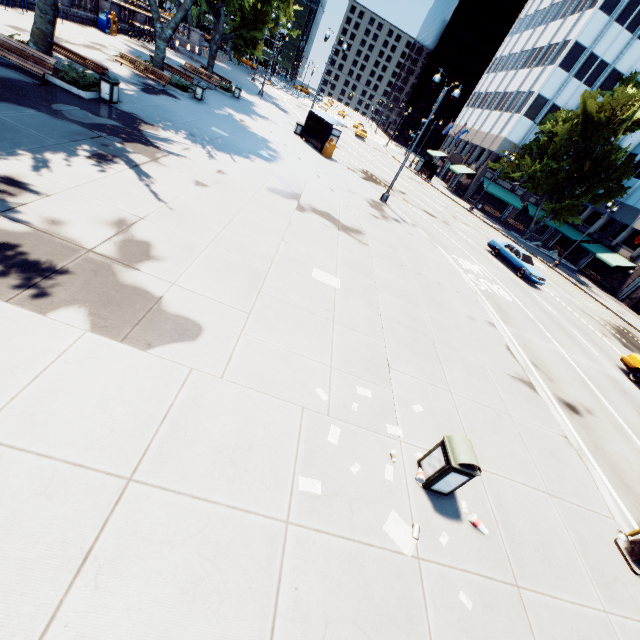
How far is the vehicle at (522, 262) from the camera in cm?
2278

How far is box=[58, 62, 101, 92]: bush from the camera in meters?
12.6 m

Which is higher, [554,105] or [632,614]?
[554,105]

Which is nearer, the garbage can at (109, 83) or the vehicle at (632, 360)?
the garbage can at (109, 83)

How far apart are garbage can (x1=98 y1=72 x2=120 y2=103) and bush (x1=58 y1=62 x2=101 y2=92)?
0.0m

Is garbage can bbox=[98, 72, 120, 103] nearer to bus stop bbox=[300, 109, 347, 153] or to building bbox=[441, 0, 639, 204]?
bus stop bbox=[300, 109, 347, 153]

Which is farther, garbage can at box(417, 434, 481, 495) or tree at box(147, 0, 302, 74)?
tree at box(147, 0, 302, 74)

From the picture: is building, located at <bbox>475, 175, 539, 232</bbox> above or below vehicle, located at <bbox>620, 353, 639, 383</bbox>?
above
